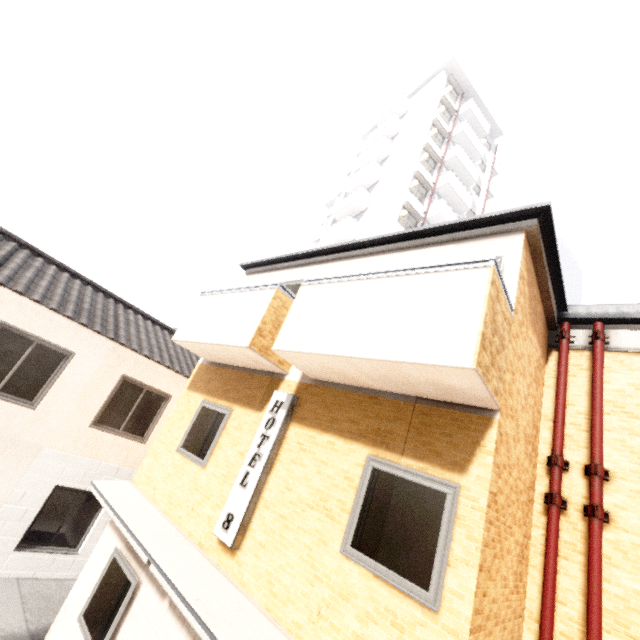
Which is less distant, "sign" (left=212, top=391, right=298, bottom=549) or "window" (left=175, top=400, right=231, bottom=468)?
"sign" (left=212, top=391, right=298, bottom=549)

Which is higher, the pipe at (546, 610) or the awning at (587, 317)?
the awning at (587, 317)

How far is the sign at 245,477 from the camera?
4.7 meters

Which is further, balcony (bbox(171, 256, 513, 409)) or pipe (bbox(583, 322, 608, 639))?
pipe (bbox(583, 322, 608, 639))

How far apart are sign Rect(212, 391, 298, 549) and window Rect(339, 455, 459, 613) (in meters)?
1.48

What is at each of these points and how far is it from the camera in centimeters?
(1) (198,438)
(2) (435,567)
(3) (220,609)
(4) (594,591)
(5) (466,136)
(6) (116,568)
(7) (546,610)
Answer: (1) window, 659cm
(2) window, 324cm
(3) awning, 382cm
(4) pipe, 435cm
(5) building, 2538cm
(6) window, 580cm
(7) pipe, 450cm

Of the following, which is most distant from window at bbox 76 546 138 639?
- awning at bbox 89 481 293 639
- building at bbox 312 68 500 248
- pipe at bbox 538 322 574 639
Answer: building at bbox 312 68 500 248

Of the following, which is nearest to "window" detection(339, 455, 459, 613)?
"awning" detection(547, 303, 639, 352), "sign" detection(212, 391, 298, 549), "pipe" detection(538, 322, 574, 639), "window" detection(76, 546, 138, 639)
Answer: "sign" detection(212, 391, 298, 549)
